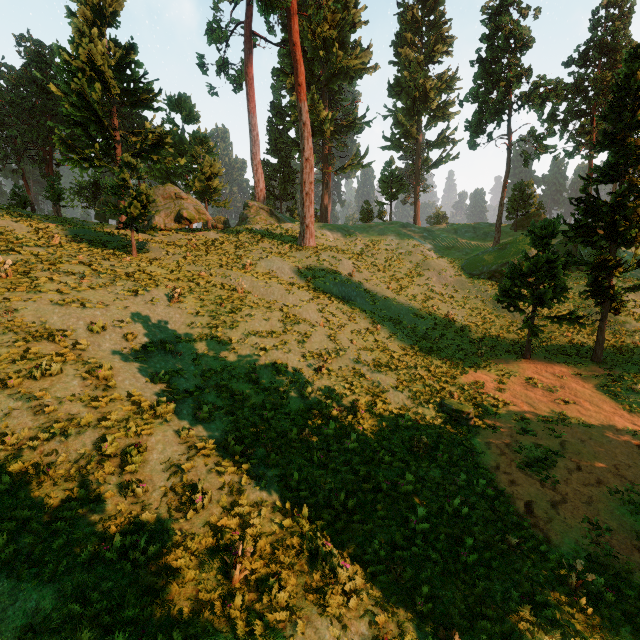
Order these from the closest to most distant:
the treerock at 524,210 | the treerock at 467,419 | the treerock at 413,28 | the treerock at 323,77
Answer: the treerock at 467,419, the treerock at 524,210, the treerock at 323,77, the treerock at 413,28

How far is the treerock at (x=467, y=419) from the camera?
14.47m

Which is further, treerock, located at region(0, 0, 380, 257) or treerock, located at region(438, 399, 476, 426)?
treerock, located at region(0, 0, 380, 257)

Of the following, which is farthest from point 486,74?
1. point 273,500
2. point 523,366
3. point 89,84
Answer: point 273,500

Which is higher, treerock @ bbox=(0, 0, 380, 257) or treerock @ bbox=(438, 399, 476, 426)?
treerock @ bbox=(0, 0, 380, 257)

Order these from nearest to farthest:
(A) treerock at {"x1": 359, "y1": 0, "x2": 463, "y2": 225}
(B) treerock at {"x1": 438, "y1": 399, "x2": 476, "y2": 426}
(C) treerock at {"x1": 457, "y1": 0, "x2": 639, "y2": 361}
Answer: (B) treerock at {"x1": 438, "y1": 399, "x2": 476, "y2": 426} → (C) treerock at {"x1": 457, "y1": 0, "x2": 639, "y2": 361} → (A) treerock at {"x1": 359, "y1": 0, "x2": 463, "y2": 225}

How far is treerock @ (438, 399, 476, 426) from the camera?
14.5 meters
